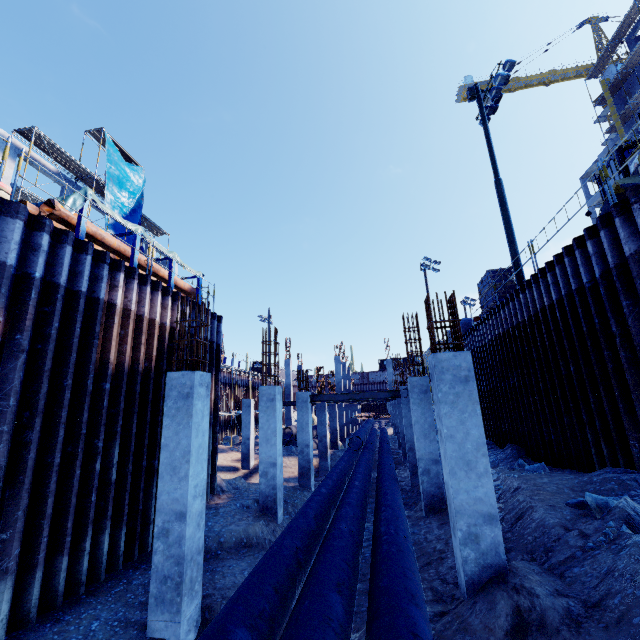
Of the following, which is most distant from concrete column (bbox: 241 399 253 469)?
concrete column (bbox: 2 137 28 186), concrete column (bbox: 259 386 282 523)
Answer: concrete column (bbox: 2 137 28 186)

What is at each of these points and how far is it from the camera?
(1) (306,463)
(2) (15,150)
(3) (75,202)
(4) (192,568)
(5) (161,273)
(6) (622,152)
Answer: (1) concrete column, 14.8m
(2) concrete column, 18.5m
(3) tarp, 8.1m
(4) concrete column, 5.5m
(5) pipe, 11.3m
(6) front loader, 10.9m

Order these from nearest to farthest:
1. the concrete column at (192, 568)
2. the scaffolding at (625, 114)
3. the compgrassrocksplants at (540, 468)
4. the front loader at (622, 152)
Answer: →
1. the concrete column at (192, 568)
2. the scaffolding at (625, 114)
3. the compgrassrocksplants at (540, 468)
4. the front loader at (622, 152)

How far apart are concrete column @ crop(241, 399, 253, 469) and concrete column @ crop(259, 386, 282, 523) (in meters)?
10.35

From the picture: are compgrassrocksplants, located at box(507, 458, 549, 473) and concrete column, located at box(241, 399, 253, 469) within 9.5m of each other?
no

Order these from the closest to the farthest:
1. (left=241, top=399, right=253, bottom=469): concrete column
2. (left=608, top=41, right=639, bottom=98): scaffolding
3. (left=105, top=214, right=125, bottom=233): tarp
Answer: (left=241, top=399, right=253, bottom=469): concrete column < (left=105, top=214, right=125, bottom=233): tarp < (left=608, top=41, right=639, bottom=98): scaffolding

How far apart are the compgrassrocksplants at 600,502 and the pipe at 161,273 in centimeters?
1193cm

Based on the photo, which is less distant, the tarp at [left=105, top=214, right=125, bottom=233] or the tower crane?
the tarp at [left=105, top=214, right=125, bottom=233]
